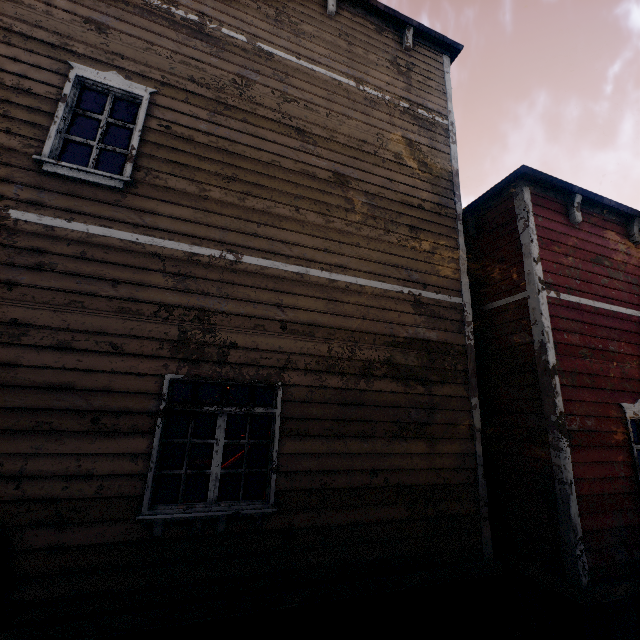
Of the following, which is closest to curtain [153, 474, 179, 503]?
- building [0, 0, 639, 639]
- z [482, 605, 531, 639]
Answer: building [0, 0, 639, 639]

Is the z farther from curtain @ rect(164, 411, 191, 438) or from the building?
curtain @ rect(164, 411, 191, 438)

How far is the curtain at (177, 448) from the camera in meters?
3.7

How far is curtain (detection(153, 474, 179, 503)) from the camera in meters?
3.6

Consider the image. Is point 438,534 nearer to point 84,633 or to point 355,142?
point 84,633

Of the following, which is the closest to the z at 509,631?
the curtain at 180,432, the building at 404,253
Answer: the building at 404,253
